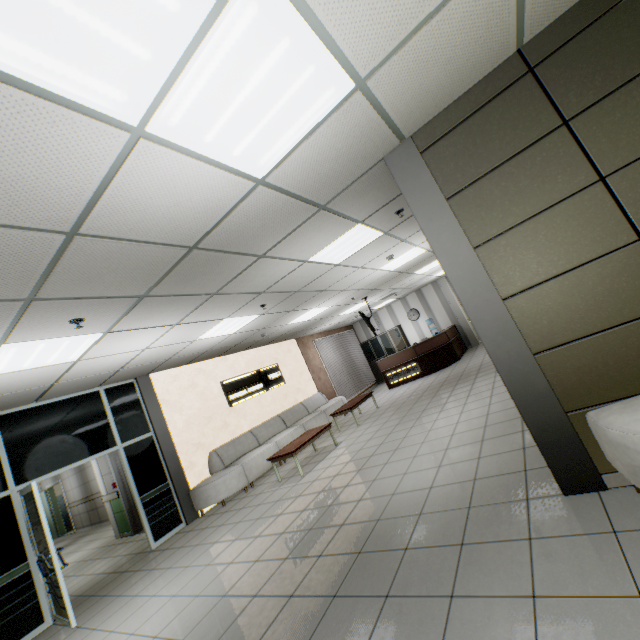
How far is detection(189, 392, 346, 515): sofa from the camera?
6.8 meters

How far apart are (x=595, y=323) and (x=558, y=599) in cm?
180

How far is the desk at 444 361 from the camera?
11.5 meters

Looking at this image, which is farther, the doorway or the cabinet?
the cabinet

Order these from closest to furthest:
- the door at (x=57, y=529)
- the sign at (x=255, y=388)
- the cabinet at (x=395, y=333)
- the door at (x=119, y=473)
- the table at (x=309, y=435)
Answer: the table at (x=309, y=435) → the door at (x=119, y=473) → the sign at (x=255, y=388) → the door at (x=57, y=529) → the cabinet at (x=395, y=333)

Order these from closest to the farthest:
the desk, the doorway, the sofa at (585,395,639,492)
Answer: the sofa at (585,395,639,492), the doorway, the desk

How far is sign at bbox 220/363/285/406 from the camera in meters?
8.8

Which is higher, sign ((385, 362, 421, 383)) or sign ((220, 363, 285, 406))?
sign ((220, 363, 285, 406))
